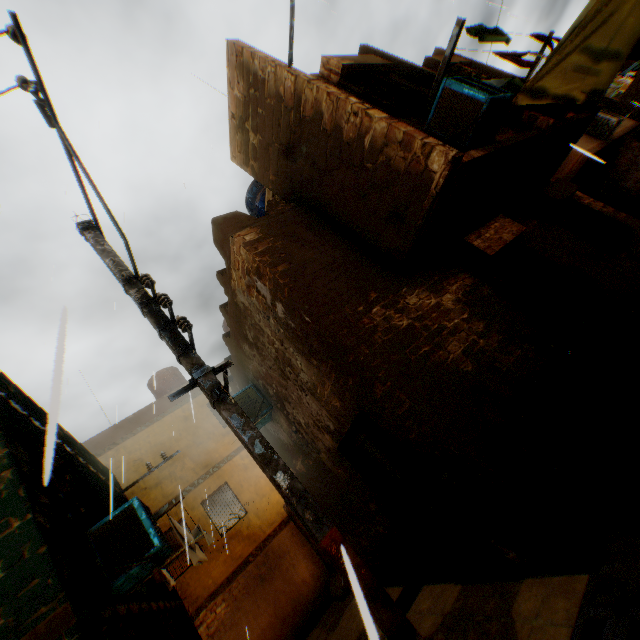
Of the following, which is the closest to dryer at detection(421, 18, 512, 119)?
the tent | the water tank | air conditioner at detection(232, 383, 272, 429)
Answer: the tent

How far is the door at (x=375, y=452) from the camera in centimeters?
439cm

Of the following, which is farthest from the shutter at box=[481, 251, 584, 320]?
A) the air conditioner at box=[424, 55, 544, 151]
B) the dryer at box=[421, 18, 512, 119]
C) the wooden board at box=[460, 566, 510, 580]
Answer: the wooden board at box=[460, 566, 510, 580]

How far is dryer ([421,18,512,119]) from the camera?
4.7m

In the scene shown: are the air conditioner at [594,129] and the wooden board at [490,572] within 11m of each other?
no

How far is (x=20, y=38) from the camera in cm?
277

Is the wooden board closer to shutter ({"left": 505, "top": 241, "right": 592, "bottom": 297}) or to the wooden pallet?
the wooden pallet

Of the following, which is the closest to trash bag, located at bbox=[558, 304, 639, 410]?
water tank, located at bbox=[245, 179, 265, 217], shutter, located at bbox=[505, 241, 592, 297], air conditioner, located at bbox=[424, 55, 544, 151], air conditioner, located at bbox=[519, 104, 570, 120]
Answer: shutter, located at bbox=[505, 241, 592, 297]
